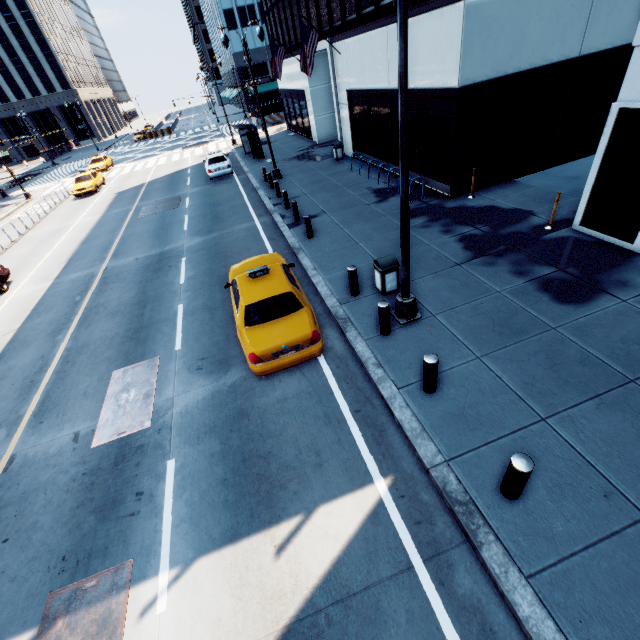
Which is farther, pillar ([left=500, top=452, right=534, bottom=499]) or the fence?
the fence

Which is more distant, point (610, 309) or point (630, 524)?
point (610, 309)

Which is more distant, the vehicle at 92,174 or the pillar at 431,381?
the vehicle at 92,174

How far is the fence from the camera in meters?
44.8 m

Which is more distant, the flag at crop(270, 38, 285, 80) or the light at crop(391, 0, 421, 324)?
the flag at crop(270, 38, 285, 80)

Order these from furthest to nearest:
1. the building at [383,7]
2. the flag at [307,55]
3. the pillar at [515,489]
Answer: the flag at [307,55], the building at [383,7], the pillar at [515,489]

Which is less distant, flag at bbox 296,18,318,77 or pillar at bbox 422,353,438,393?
pillar at bbox 422,353,438,393

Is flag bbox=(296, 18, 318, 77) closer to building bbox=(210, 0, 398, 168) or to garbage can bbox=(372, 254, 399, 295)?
building bbox=(210, 0, 398, 168)
